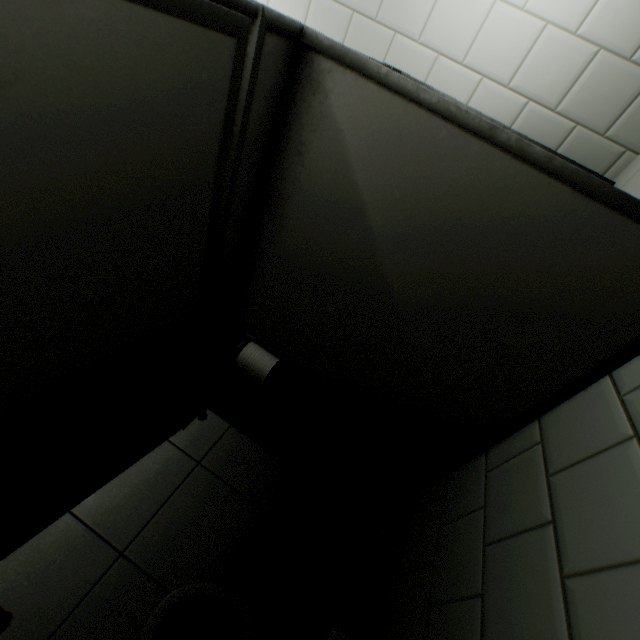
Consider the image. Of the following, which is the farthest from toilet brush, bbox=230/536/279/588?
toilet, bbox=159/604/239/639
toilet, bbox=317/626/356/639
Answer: toilet, bbox=317/626/356/639

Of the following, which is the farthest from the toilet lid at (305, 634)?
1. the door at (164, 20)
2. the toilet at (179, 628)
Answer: the door at (164, 20)

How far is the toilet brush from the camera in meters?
1.5 m

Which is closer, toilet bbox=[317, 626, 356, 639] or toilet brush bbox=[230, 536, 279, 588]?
toilet bbox=[317, 626, 356, 639]

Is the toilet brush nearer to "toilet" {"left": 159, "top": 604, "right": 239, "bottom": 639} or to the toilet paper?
"toilet" {"left": 159, "top": 604, "right": 239, "bottom": 639}

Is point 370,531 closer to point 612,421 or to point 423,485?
point 423,485

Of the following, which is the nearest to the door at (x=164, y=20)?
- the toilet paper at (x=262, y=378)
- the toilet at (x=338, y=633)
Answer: the toilet paper at (x=262, y=378)

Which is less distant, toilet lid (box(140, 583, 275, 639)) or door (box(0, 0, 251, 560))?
door (box(0, 0, 251, 560))
